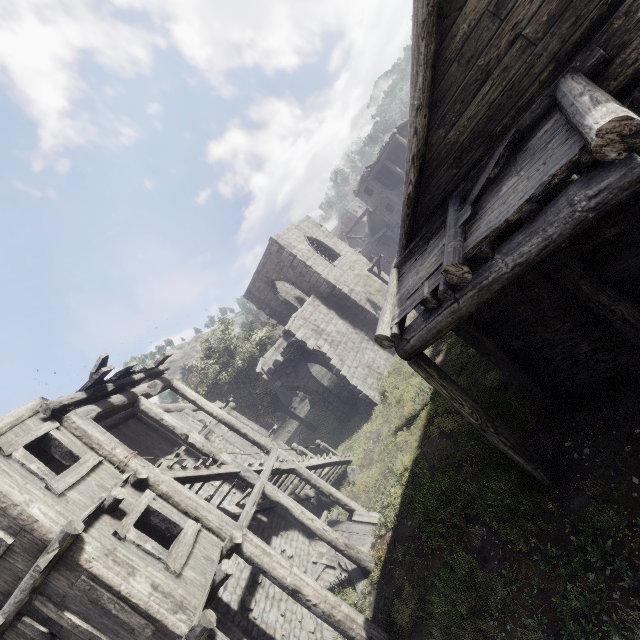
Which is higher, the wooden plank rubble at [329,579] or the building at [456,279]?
the building at [456,279]

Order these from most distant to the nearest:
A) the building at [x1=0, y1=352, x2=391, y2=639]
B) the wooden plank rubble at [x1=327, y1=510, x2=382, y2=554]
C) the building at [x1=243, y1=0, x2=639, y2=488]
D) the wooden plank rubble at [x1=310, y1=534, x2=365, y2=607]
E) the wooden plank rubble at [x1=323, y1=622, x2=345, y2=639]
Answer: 1. the wooden plank rubble at [x1=327, y1=510, x2=382, y2=554]
2. the wooden plank rubble at [x1=310, y1=534, x2=365, y2=607]
3. the wooden plank rubble at [x1=323, y1=622, x2=345, y2=639]
4. the building at [x1=0, y1=352, x2=391, y2=639]
5. the building at [x1=243, y1=0, x2=639, y2=488]

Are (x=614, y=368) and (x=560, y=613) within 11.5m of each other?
yes

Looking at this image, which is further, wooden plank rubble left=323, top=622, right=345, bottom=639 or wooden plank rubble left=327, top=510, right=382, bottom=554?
wooden plank rubble left=327, top=510, right=382, bottom=554

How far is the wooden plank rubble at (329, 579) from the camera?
9.9m

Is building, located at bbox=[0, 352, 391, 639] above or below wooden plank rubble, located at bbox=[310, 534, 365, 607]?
above
